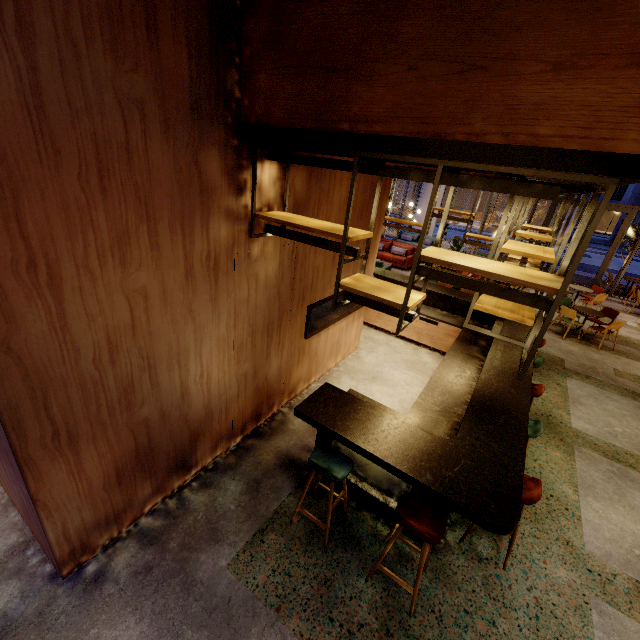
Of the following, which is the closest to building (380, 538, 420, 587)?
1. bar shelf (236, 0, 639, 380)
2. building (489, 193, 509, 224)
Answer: bar shelf (236, 0, 639, 380)

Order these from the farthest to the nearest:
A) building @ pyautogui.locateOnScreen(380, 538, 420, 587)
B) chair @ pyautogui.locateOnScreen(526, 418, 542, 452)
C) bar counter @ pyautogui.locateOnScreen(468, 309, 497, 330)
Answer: bar counter @ pyautogui.locateOnScreen(468, 309, 497, 330)
chair @ pyautogui.locateOnScreen(526, 418, 542, 452)
building @ pyautogui.locateOnScreen(380, 538, 420, 587)

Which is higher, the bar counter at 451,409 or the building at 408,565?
the bar counter at 451,409

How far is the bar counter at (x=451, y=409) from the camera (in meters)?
2.71

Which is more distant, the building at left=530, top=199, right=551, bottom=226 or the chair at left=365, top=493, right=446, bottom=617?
the building at left=530, top=199, right=551, bottom=226

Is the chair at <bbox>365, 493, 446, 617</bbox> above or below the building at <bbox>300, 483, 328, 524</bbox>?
above

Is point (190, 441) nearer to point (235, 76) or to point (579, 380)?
point (235, 76)

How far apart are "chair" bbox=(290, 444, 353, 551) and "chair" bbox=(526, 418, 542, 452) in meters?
2.0
